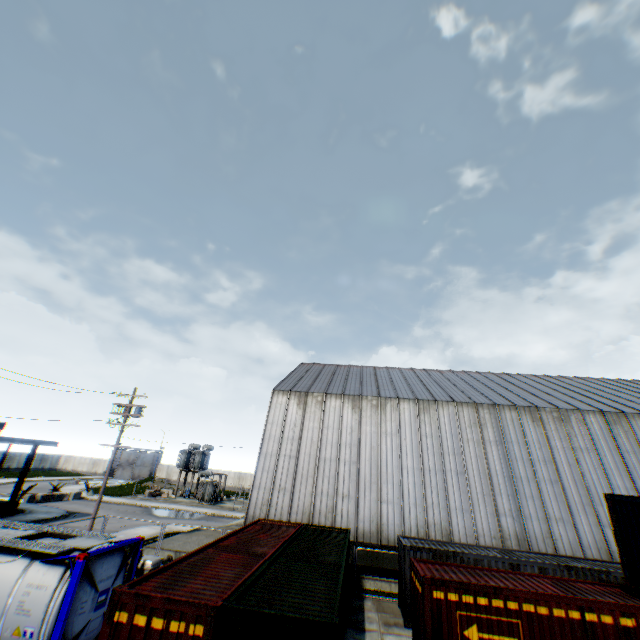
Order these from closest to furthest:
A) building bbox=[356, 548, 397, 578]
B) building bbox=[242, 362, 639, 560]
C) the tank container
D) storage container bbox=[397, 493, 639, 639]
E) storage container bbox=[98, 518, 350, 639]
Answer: storage container bbox=[98, 518, 350, 639] → the tank container → storage container bbox=[397, 493, 639, 639] → building bbox=[356, 548, 397, 578] → building bbox=[242, 362, 639, 560]

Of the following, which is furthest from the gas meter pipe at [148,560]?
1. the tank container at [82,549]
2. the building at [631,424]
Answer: the building at [631,424]

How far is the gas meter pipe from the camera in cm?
1446

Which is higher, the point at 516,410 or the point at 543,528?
the point at 516,410

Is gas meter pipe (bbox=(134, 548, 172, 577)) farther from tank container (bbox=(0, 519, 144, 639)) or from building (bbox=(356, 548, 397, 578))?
building (bbox=(356, 548, 397, 578))

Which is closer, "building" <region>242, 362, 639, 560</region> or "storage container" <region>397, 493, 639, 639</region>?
"storage container" <region>397, 493, 639, 639</region>

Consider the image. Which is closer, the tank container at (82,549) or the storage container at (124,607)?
the storage container at (124,607)

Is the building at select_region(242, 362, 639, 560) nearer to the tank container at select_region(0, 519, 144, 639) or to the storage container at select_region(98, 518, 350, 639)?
the storage container at select_region(98, 518, 350, 639)
